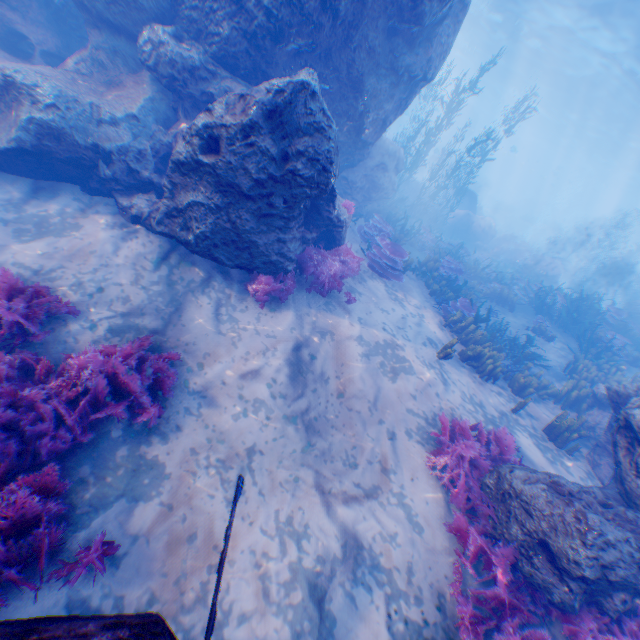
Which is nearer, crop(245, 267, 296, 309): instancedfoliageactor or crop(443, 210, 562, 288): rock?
crop(245, 267, 296, 309): instancedfoliageactor

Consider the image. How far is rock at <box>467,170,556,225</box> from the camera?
47.2m

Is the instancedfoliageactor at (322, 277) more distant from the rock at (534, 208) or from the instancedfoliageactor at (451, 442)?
the instancedfoliageactor at (451, 442)

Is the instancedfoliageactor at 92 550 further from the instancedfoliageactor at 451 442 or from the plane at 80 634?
the instancedfoliageactor at 451 442

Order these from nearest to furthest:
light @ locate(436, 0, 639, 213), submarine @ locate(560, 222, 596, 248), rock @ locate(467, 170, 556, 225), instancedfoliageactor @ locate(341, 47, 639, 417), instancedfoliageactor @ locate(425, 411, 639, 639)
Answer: instancedfoliageactor @ locate(425, 411, 639, 639) < instancedfoliageactor @ locate(341, 47, 639, 417) < light @ locate(436, 0, 639, 213) < rock @ locate(467, 170, 556, 225) < submarine @ locate(560, 222, 596, 248)

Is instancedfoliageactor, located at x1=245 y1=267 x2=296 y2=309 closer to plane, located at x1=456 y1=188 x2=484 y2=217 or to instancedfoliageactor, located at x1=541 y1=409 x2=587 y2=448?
instancedfoliageactor, located at x1=541 y1=409 x2=587 y2=448

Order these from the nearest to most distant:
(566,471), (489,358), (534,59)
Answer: (566,471) < (489,358) < (534,59)
